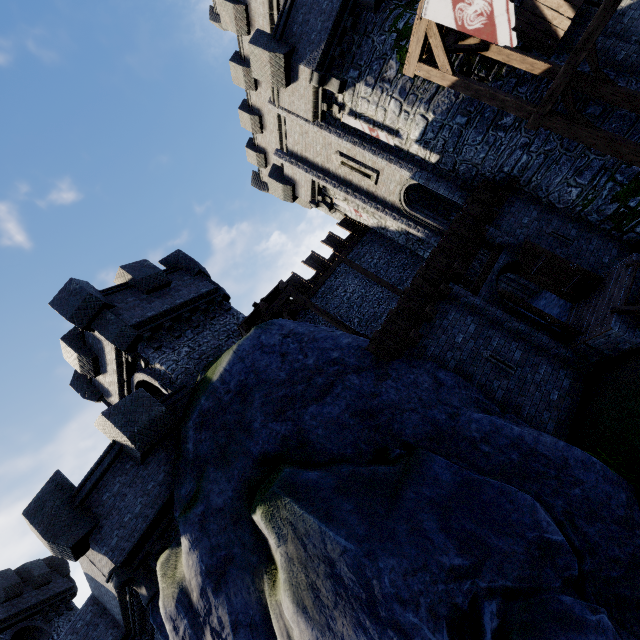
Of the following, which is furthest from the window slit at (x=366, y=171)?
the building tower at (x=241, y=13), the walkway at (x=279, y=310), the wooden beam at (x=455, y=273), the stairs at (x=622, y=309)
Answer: the stairs at (x=622, y=309)

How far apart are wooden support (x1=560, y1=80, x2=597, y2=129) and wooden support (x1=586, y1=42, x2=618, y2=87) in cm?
251

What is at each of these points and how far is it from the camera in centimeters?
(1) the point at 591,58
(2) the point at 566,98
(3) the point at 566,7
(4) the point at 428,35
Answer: (1) wooden support, 987cm
(2) wooden support, 889cm
(3) awning, 1059cm
(4) walkway, 962cm

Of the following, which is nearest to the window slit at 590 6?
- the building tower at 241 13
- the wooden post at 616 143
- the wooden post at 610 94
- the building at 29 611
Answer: the building tower at 241 13

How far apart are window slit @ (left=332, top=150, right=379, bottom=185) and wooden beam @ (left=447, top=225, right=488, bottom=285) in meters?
6.6

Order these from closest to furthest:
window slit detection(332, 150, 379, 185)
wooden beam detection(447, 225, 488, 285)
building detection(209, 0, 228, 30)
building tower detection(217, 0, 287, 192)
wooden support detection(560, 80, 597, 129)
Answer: wooden support detection(560, 80, 597, 129), wooden beam detection(447, 225, 488, 285), window slit detection(332, 150, 379, 185), building tower detection(217, 0, 287, 192), building detection(209, 0, 228, 30)

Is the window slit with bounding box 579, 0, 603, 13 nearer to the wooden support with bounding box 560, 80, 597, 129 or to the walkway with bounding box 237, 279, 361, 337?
the wooden support with bounding box 560, 80, 597, 129

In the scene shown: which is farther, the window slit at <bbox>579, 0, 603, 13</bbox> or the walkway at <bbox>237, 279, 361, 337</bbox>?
the walkway at <bbox>237, 279, 361, 337</bbox>
